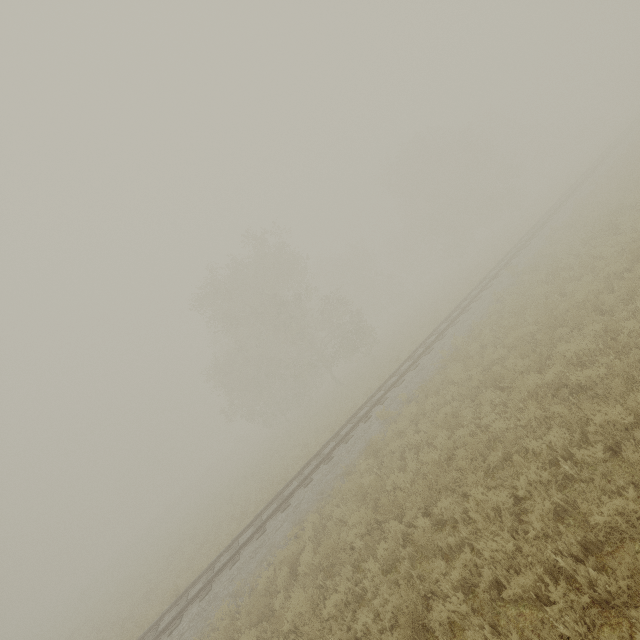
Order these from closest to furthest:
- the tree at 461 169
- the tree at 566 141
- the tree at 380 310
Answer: the tree at 380 310 → the tree at 461 169 → the tree at 566 141

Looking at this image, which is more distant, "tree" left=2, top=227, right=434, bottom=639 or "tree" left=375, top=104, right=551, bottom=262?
"tree" left=375, top=104, right=551, bottom=262

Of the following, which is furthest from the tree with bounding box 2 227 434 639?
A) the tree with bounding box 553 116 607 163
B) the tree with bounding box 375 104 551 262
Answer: the tree with bounding box 375 104 551 262

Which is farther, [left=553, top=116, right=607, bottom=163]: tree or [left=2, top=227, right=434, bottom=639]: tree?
[left=553, top=116, right=607, bottom=163]: tree

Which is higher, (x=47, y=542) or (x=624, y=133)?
(x=47, y=542)

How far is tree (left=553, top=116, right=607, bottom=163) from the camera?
55.38m

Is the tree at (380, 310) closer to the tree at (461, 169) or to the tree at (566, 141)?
the tree at (566, 141)
